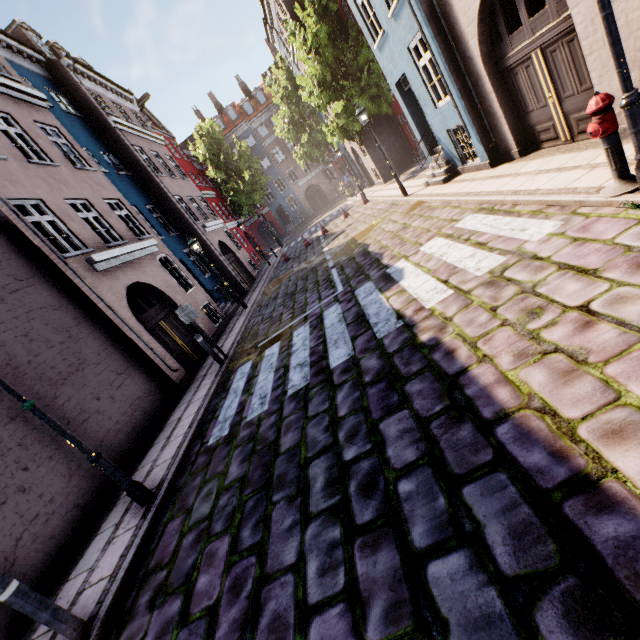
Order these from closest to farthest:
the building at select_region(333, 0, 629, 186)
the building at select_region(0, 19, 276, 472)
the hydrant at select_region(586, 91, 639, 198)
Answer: the hydrant at select_region(586, 91, 639, 198) < the building at select_region(333, 0, 629, 186) < the building at select_region(0, 19, 276, 472)

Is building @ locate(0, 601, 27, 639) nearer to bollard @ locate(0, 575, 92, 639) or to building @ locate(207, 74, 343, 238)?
bollard @ locate(0, 575, 92, 639)

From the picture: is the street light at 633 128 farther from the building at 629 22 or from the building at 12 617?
the building at 12 617

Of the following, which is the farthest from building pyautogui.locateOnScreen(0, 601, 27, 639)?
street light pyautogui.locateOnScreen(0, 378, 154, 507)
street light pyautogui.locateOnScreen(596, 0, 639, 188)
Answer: street light pyautogui.locateOnScreen(596, 0, 639, 188)

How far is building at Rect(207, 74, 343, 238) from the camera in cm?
3941

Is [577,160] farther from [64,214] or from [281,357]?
[64,214]

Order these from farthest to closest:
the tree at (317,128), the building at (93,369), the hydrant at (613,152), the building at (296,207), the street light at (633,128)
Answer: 1. the building at (296,207)
2. the tree at (317,128)
3. the building at (93,369)
4. the hydrant at (613,152)
5. the street light at (633,128)

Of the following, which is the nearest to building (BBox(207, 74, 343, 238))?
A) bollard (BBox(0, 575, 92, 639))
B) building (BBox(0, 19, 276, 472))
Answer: bollard (BBox(0, 575, 92, 639))
